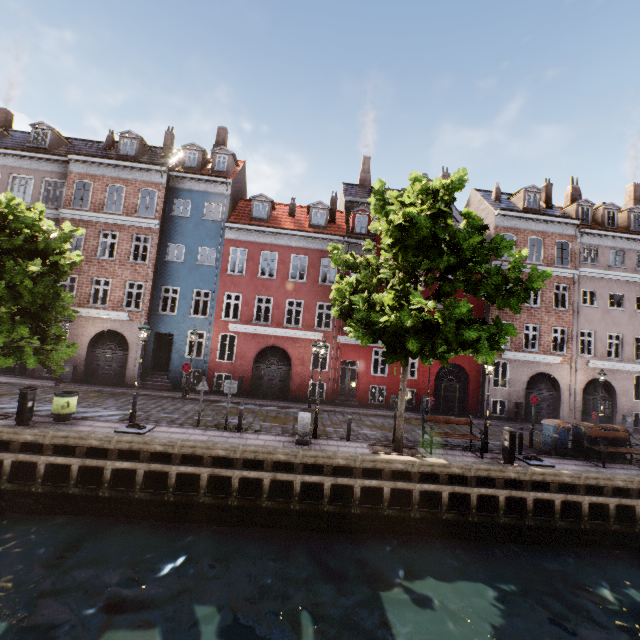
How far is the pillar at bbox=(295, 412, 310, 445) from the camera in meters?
11.7

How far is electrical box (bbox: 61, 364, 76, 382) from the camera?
18.9 meters

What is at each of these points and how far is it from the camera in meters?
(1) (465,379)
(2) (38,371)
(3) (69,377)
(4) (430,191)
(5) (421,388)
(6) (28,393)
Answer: (1) building, 23.5
(2) building, 19.2
(3) electrical box, 19.0
(4) tree, 11.3
(5) building, 21.3
(6) electrical box, 10.7

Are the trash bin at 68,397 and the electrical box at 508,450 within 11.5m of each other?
no

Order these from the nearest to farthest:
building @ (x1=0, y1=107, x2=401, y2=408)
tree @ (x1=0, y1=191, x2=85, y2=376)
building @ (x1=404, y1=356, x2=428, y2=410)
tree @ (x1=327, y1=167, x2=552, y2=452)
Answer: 1. tree @ (x1=327, y1=167, x2=552, y2=452)
2. tree @ (x1=0, y1=191, x2=85, y2=376)
3. building @ (x1=0, y1=107, x2=401, y2=408)
4. building @ (x1=404, y1=356, x2=428, y2=410)

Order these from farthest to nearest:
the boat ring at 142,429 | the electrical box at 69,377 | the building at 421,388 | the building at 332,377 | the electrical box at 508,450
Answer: the building at 421,388 < the building at 332,377 < the electrical box at 69,377 < the electrical box at 508,450 < the boat ring at 142,429

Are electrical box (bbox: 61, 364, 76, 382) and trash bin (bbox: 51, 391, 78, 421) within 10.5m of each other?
yes

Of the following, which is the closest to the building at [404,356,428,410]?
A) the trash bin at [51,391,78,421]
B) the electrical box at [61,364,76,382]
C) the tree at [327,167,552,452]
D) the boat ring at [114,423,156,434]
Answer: the electrical box at [61,364,76,382]
